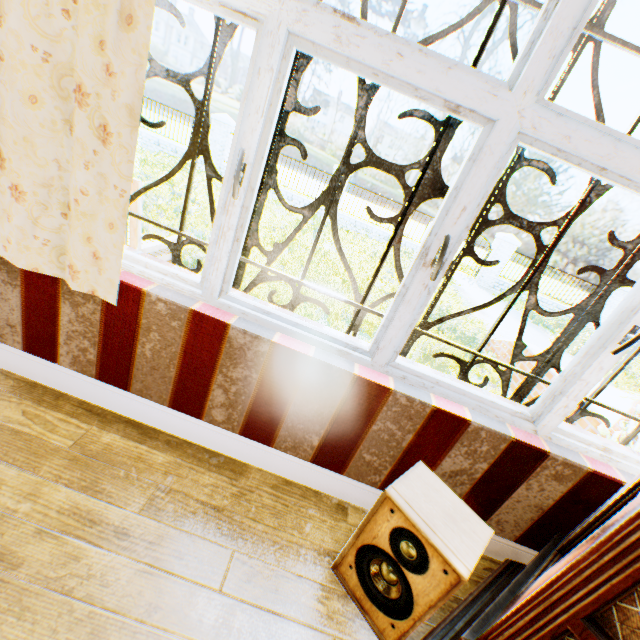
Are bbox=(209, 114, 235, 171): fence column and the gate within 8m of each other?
no

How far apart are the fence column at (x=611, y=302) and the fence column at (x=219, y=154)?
18.34m

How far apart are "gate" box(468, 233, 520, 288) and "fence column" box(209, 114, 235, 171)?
12.4 meters

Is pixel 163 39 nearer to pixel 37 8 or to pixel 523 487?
pixel 37 8

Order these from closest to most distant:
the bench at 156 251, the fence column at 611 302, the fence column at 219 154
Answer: the bench at 156 251
the fence column at 219 154
the fence column at 611 302

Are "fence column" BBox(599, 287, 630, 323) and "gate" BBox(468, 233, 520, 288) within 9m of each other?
yes

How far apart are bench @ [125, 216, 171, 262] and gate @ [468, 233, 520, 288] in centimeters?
1414cm

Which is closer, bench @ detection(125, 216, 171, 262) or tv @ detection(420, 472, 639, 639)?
tv @ detection(420, 472, 639, 639)
